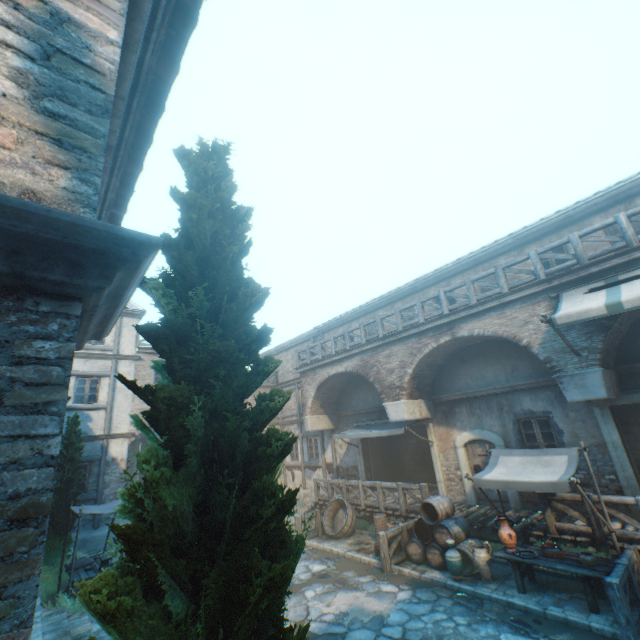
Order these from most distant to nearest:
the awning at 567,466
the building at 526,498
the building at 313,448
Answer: the building at 313,448 → the building at 526,498 → the awning at 567,466

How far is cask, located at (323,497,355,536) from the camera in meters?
12.5 m

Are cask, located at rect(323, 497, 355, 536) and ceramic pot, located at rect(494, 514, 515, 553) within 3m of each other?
no

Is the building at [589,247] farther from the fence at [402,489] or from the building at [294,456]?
the fence at [402,489]

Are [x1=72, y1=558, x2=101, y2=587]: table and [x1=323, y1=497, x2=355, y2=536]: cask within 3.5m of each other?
no

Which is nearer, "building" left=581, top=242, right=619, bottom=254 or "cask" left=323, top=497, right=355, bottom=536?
"building" left=581, top=242, right=619, bottom=254

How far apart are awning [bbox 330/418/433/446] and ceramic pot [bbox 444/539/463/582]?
3.91m

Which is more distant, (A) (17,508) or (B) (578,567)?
(B) (578,567)
